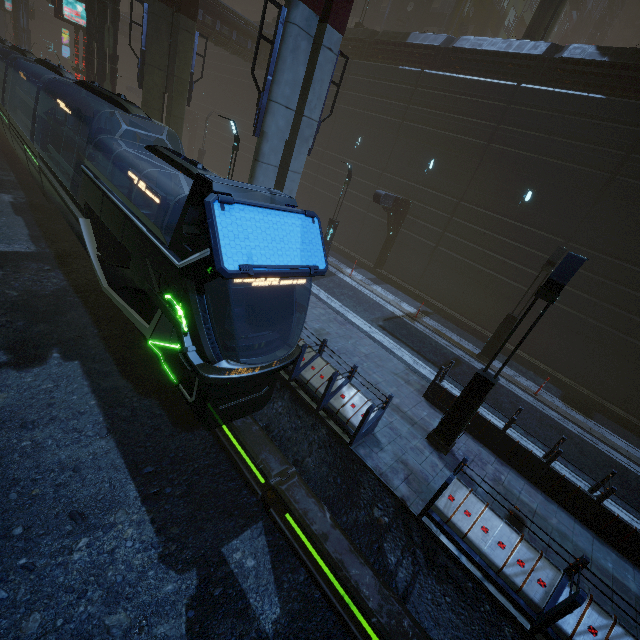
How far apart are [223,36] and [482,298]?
26.3m

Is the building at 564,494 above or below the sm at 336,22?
below

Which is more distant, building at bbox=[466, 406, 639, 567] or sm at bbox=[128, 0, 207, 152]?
sm at bbox=[128, 0, 207, 152]

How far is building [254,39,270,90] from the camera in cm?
2556

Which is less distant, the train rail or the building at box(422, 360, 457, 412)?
the train rail

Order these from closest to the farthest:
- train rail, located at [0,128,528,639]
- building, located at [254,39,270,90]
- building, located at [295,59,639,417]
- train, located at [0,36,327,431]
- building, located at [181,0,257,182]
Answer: train rail, located at [0,128,528,639] < train, located at [0,36,327,431] < building, located at [295,59,639,417] < building, located at [181,0,257,182] < building, located at [254,39,270,90]

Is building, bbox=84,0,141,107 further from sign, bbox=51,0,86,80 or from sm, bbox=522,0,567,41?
sign, bbox=51,0,86,80

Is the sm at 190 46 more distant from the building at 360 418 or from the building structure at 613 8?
the building structure at 613 8
